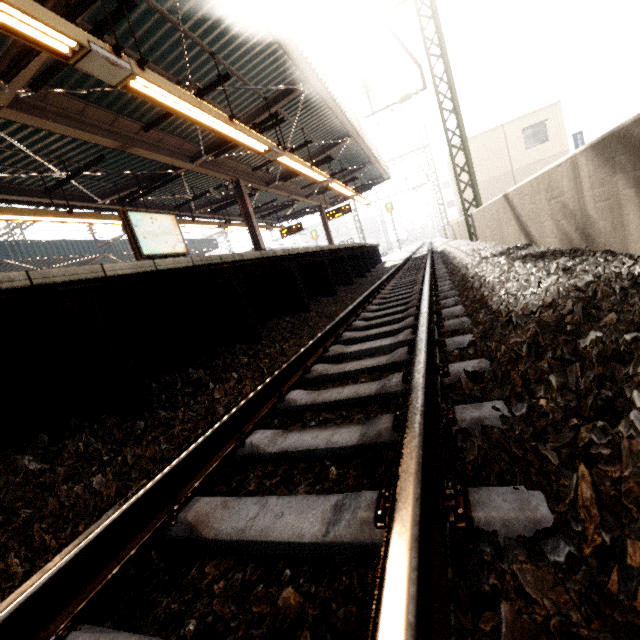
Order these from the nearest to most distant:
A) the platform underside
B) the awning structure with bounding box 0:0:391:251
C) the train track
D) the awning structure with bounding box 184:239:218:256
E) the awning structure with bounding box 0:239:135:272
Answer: the train track, the platform underside, the awning structure with bounding box 0:0:391:251, the awning structure with bounding box 0:239:135:272, the awning structure with bounding box 184:239:218:256

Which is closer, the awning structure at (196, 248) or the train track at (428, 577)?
the train track at (428, 577)

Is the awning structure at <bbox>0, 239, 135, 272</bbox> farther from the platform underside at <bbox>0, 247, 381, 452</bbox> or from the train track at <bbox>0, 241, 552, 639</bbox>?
the train track at <bbox>0, 241, 552, 639</bbox>

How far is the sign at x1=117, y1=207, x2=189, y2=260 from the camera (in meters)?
7.15

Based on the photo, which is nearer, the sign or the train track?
the train track

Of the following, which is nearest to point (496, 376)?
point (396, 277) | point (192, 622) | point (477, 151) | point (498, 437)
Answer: point (498, 437)

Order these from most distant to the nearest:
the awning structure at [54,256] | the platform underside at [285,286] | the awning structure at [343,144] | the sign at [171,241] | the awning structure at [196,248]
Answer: the awning structure at [196,248], the awning structure at [54,256], the sign at [171,241], the awning structure at [343,144], the platform underside at [285,286]

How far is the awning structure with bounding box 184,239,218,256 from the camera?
24.3 meters
